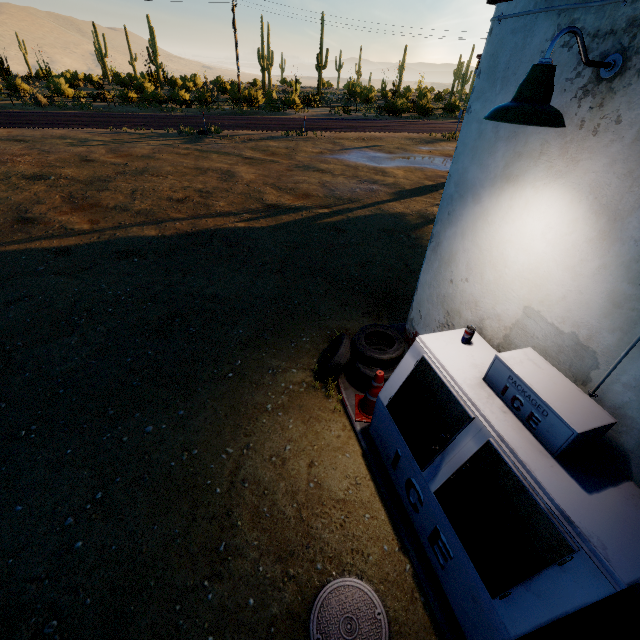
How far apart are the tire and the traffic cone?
0.09m

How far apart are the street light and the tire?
2.7m

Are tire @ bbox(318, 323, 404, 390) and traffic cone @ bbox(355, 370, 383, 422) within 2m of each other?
yes

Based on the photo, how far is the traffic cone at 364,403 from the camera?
3.82m

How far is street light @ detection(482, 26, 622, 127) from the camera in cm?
175

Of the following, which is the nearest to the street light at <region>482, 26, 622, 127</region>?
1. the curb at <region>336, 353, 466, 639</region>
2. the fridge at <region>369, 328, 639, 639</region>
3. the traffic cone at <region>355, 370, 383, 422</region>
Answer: the fridge at <region>369, 328, 639, 639</region>

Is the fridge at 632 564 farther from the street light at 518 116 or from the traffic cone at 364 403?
the street light at 518 116

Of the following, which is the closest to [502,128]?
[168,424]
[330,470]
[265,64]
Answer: [330,470]
